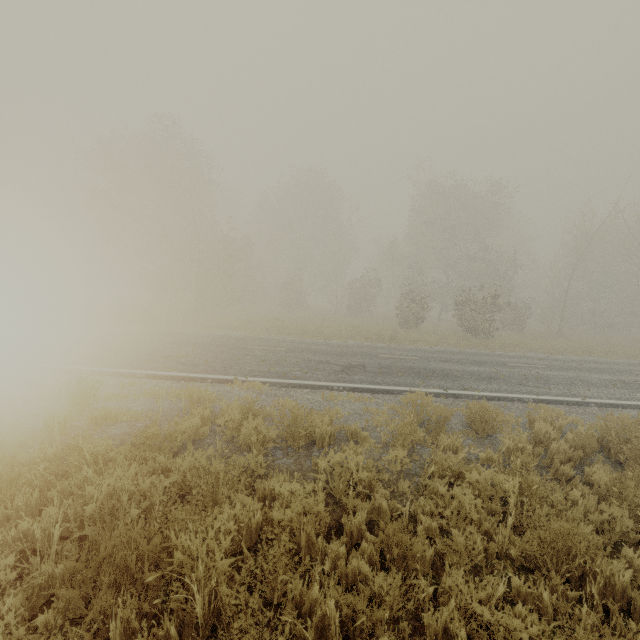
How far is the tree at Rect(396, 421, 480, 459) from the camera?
5.2m

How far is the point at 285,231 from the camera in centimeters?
3694cm

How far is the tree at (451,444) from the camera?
5.2m
